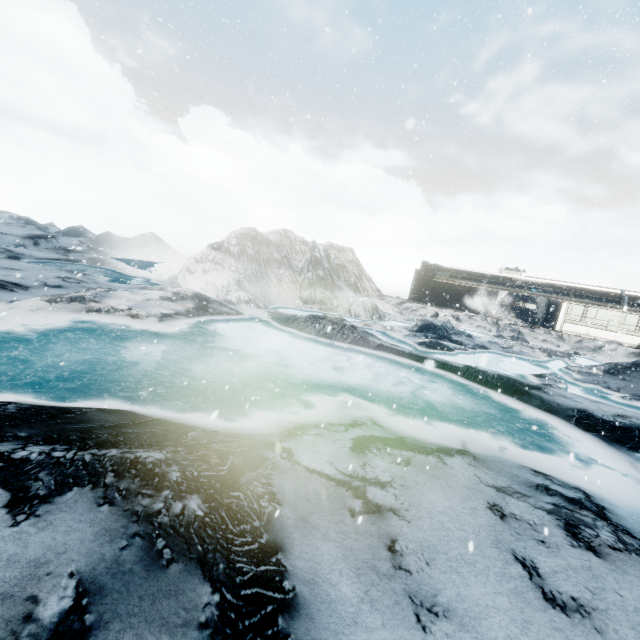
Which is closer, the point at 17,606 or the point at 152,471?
the point at 17,606
